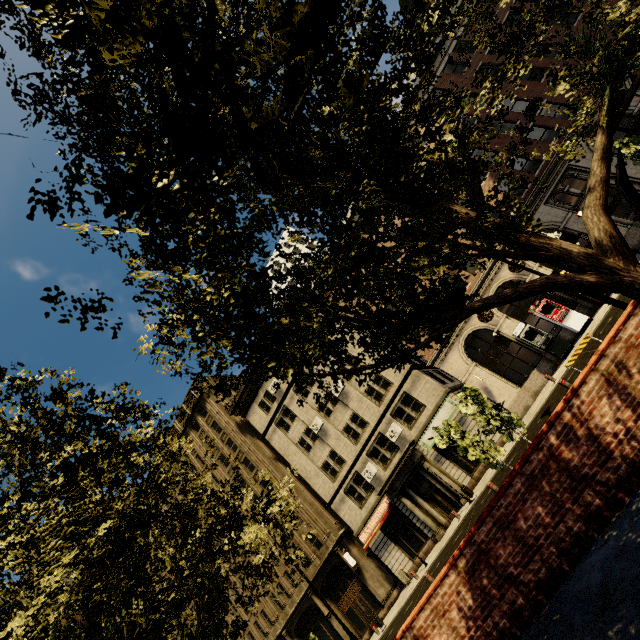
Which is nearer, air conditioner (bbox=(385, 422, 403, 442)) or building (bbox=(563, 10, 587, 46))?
building (bbox=(563, 10, 587, 46))

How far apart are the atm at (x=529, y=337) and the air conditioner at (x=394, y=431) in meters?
10.5

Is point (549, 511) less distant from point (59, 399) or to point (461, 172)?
point (461, 172)

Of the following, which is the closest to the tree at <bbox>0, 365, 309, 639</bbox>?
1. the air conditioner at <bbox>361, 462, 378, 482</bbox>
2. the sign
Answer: the sign

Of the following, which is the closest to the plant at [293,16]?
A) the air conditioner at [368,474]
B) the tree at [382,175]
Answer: the tree at [382,175]

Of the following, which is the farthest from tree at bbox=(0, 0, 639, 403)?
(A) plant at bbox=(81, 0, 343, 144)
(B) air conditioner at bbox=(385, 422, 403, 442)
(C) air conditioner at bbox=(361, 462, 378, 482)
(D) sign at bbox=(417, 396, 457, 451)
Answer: (B) air conditioner at bbox=(385, 422, 403, 442)

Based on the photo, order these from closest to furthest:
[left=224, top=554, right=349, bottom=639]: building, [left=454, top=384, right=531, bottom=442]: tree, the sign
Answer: [left=454, top=384, right=531, bottom=442]: tree → the sign → [left=224, top=554, right=349, bottom=639]: building

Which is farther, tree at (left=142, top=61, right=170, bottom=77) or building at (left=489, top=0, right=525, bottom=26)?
building at (left=489, top=0, right=525, bottom=26)
